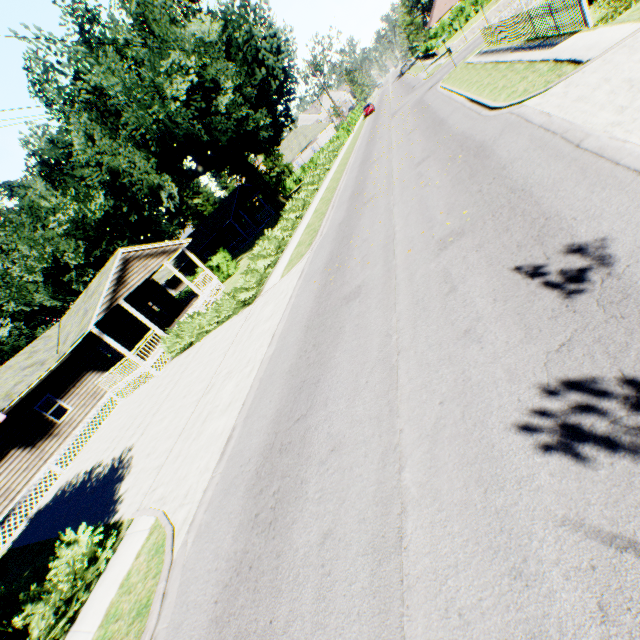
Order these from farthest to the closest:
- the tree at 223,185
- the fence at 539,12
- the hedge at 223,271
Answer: the tree at 223,185 < the hedge at 223,271 < the fence at 539,12

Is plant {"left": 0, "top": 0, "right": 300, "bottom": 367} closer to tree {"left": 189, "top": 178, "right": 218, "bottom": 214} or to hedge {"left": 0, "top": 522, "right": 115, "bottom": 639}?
tree {"left": 189, "top": 178, "right": 218, "bottom": 214}

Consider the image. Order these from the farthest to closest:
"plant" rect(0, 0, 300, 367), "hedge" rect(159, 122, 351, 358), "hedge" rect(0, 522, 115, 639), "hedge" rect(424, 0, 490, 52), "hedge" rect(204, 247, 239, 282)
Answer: "hedge" rect(424, 0, 490, 52) < "hedge" rect(204, 247, 239, 282) < "plant" rect(0, 0, 300, 367) < "hedge" rect(159, 122, 351, 358) < "hedge" rect(0, 522, 115, 639)

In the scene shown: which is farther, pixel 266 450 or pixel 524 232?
pixel 266 450

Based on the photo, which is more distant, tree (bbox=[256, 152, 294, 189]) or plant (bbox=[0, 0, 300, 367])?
tree (bbox=[256, 152, 294, 189])

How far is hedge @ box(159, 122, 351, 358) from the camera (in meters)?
16.69

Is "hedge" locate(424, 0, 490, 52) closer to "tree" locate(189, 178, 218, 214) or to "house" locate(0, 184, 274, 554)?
"tree" locate(189, 178, 218, 214)

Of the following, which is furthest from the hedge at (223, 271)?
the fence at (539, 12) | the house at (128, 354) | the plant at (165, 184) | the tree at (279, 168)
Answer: the fence at (539, 12)
